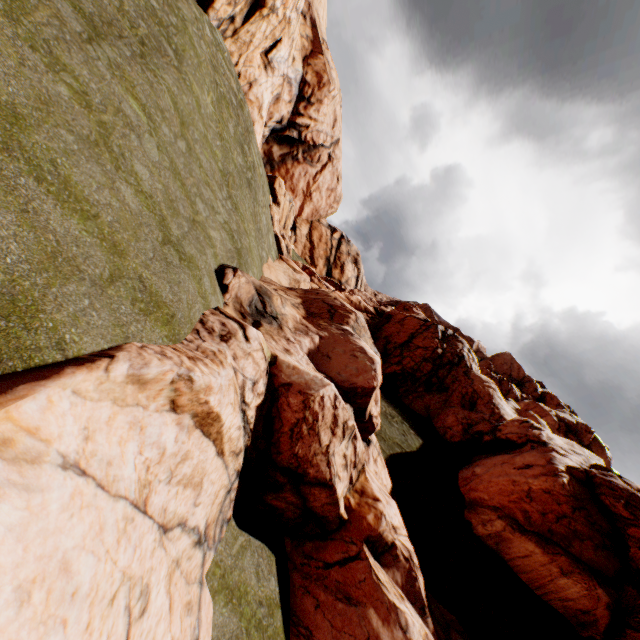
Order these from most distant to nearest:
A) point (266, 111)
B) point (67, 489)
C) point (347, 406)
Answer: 1. point (266, 111)
2. point (347, 406)
3. point (67, 489)
